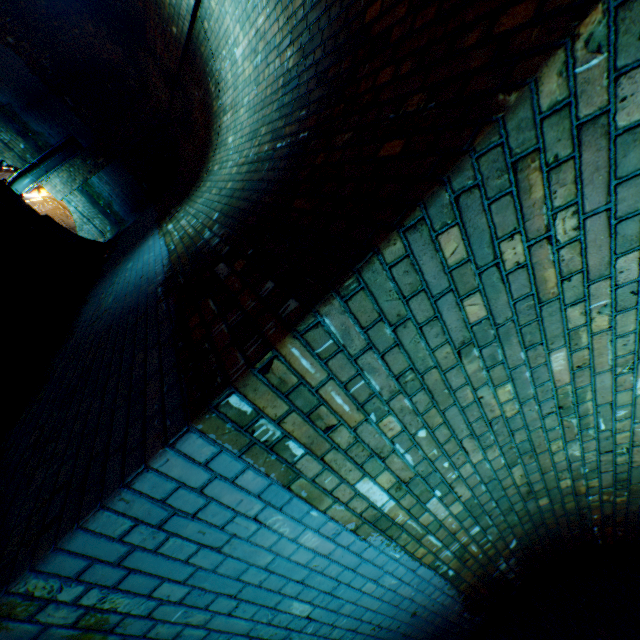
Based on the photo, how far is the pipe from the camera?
11.12m

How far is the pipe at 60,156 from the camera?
11.12m

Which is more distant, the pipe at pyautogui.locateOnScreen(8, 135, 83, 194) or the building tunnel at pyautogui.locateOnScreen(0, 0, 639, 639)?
the pipe at pyautogui.locateOnScreen(8, 135, 83, 194)

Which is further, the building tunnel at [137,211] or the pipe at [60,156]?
the pipe at [60,156]

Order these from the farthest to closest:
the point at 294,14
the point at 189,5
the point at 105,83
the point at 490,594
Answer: the point at 105,83, the point at 189,5, the point at 490,594, the point at 294,14
